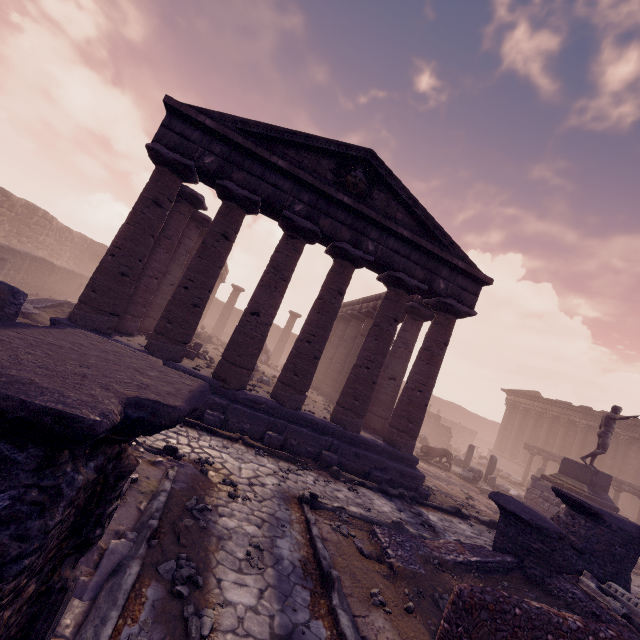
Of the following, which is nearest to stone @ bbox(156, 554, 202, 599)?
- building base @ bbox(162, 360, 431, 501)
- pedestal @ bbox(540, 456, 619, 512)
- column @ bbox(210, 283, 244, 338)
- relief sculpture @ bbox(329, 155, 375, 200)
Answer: building base @ bbox(162, 360, 431, 501)

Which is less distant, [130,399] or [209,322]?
[130,399]

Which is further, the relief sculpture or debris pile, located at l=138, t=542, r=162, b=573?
the relief sculpture

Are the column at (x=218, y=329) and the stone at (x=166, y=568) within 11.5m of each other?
no

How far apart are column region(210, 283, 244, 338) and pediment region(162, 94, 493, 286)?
21.7 meters

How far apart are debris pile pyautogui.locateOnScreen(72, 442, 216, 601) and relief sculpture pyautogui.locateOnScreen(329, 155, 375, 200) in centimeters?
876cm

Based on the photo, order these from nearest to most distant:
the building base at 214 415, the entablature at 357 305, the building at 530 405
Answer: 1. the building base at 214 415
2. the entablature at 357 305
3. the building at 530 405
